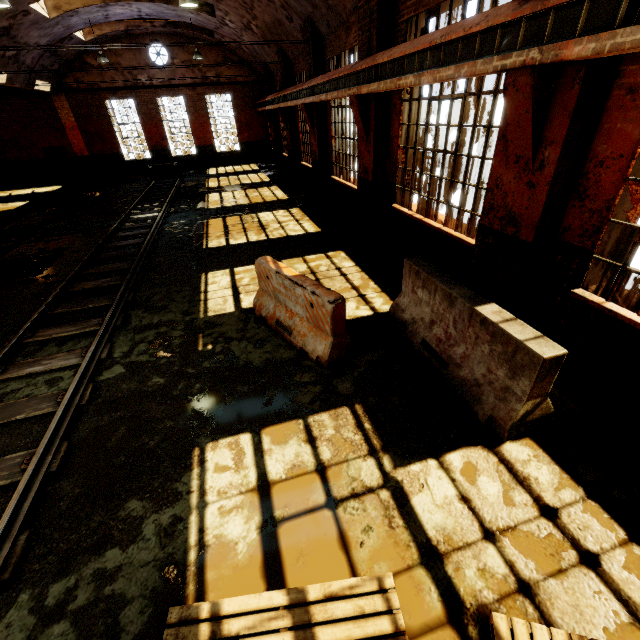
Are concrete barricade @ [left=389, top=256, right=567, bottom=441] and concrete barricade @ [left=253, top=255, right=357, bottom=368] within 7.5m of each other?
yes

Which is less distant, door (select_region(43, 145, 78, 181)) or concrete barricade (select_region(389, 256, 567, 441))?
concrete barricade (select_region(389, 256, 567, 441))

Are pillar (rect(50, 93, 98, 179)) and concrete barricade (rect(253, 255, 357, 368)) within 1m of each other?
no

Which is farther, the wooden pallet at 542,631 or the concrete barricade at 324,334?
the concrete barricade at 324,334

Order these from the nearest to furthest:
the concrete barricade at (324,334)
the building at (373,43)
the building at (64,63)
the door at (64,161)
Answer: the concrete barricade at (324,334)
the building at (373,43)
the building at (64,63)
the door at (64,161)

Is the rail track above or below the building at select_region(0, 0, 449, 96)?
below

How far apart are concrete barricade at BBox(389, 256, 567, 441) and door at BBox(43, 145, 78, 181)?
26.71m

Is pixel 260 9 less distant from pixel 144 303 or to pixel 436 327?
pixel 144 303
